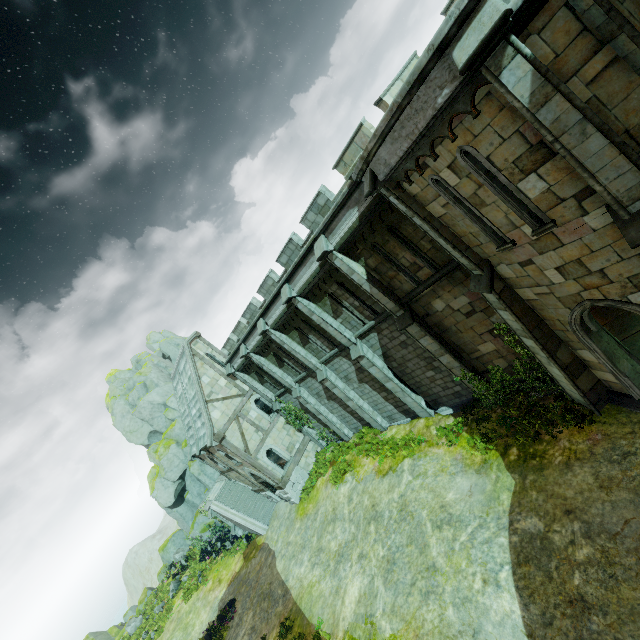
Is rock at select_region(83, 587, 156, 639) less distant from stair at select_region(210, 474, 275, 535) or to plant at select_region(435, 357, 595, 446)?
stair at select_region(210, 474, 275, 535)

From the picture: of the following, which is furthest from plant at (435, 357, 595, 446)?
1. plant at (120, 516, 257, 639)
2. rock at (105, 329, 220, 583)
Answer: plant at (120, 516, 257, 639)

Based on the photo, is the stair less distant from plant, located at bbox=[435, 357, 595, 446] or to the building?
the building

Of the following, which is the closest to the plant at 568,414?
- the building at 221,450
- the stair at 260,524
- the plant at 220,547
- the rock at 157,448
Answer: the building at 221,450

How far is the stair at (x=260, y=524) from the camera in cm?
2492

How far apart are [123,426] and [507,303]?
40.96m

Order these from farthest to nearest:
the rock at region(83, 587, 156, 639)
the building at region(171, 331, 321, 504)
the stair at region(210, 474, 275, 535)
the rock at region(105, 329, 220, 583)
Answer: the rock at region(83, 587, 156, 639), the rock at region(105, 329, 220, 583), the stair at region(210, 474, 275, 535), the building at region(171, 331, 321, 504)

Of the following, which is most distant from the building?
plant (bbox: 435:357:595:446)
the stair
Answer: plant (bbox: 435:357:595:446)
